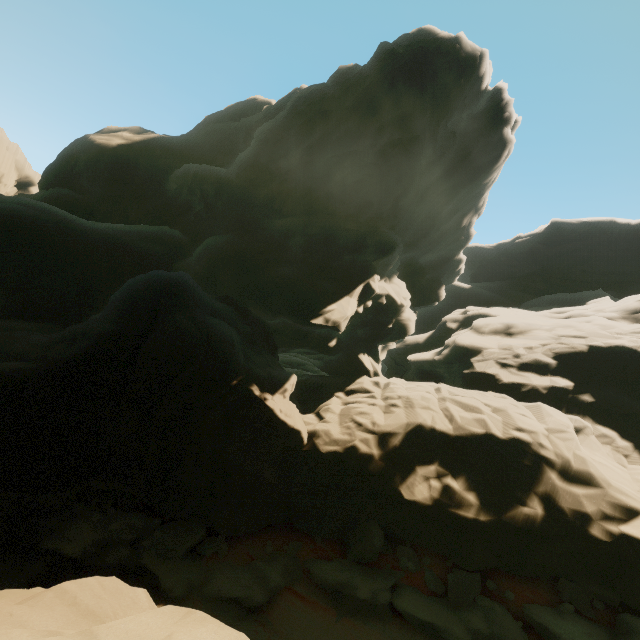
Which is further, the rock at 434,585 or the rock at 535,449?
the rock at 434,585

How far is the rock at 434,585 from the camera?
10.93m

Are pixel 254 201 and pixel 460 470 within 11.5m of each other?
no

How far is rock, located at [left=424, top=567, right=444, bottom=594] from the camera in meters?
10.9 m

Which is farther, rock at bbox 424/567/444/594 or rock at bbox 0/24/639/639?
rock at bbox 424/567/444/594
